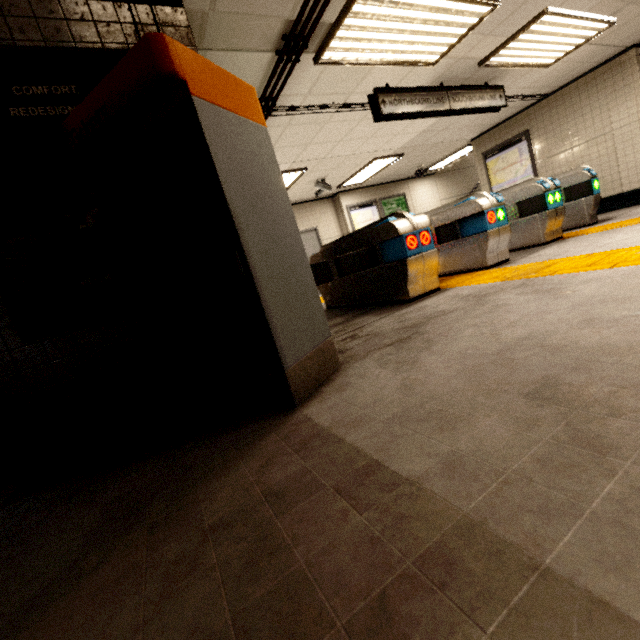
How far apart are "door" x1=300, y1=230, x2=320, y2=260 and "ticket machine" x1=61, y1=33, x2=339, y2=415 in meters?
7.9 m

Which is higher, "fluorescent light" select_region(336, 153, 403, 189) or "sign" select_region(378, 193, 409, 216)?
"fluorescent light" select_region(336, 153, 403, 189)

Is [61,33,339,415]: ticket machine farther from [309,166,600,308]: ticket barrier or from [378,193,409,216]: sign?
[378,193,409,216]: sign

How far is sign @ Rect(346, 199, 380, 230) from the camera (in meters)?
10.73

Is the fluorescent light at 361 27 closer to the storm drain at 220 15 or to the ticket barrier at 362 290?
the storm drain at 220 15

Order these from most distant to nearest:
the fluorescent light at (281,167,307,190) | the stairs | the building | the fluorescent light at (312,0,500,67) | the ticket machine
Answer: the stairs → the fluorescent light at (281,167,307,190) → the building → the fluorescent light at (312,0,500,67) → the ticket machine

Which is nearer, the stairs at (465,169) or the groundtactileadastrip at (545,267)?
the groundtactileadastrip at (545,267)

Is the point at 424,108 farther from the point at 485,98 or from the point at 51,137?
the point at 51,137
